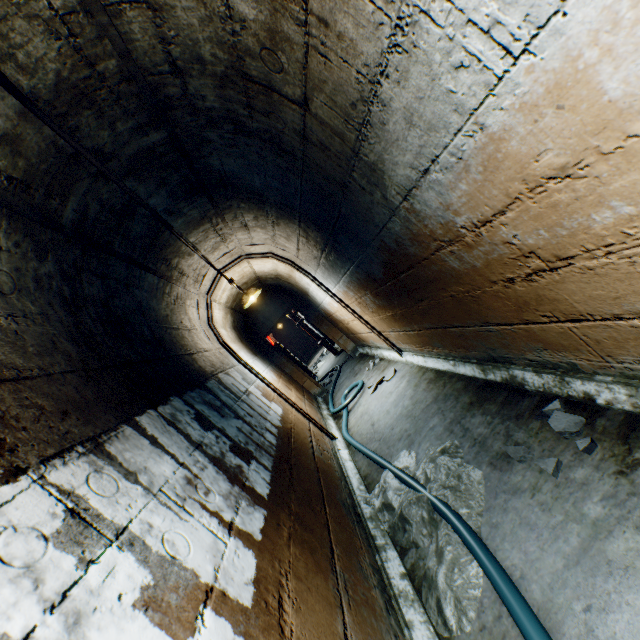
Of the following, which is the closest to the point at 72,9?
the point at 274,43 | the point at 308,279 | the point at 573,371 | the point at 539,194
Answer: the point at 274,43

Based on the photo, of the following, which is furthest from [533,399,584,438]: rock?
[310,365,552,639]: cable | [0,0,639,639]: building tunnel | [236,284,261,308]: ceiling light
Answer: [236,284,261,308]: ceiling light

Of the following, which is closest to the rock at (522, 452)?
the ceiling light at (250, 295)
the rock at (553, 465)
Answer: the rock at (553, 465)

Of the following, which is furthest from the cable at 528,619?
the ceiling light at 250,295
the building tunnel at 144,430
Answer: Answer: the ceiling light at 250,295

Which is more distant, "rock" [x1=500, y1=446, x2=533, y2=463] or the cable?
"rock" [x1=500, y1=446, x2=533, y2=463]

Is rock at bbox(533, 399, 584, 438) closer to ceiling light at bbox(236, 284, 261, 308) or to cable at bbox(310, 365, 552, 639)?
cable at bbox(310, 365, 552, 639)

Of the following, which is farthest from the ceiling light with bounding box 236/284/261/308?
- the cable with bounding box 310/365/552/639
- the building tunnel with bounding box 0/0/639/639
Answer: the cable with bounding box 310/365/552/639

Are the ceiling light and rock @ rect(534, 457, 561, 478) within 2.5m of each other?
no
